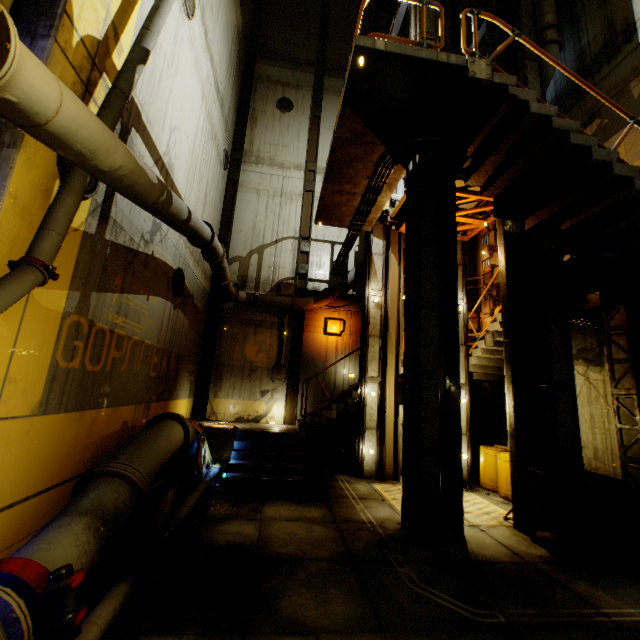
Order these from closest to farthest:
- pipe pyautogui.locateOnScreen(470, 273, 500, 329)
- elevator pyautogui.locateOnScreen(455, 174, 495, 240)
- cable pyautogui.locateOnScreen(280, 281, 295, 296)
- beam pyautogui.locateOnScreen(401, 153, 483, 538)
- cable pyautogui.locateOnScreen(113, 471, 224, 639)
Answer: cable pyautogui.locateOnScreen(113, 471, 224, 639)
beam pyautogui.locateOnScreen(401, 153, 483, 538)
elevator pyautogui.locateOnScreen(455, 174, 495, 240)
pipe pyautogui.locateOnScreen(470, 273, 500, 329)
cable pyautogui.locateOnScreen(280, 281, 295, 296)

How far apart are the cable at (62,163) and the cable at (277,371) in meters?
8.6

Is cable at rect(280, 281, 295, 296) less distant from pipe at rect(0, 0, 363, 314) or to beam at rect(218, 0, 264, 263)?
pipe at rect(0, 0, 363, 314)

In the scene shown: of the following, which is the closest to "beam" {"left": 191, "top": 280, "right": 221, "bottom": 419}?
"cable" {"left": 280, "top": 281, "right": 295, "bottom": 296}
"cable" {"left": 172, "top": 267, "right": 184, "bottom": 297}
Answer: "cable" {"left": 280, "top": 281, "right": 295, "bottom": 296}

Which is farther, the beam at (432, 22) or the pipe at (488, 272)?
the pipe at (488, 272)

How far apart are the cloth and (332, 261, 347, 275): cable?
7.2m

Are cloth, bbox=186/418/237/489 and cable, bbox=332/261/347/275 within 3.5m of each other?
no

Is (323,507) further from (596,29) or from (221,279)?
(596,29)
